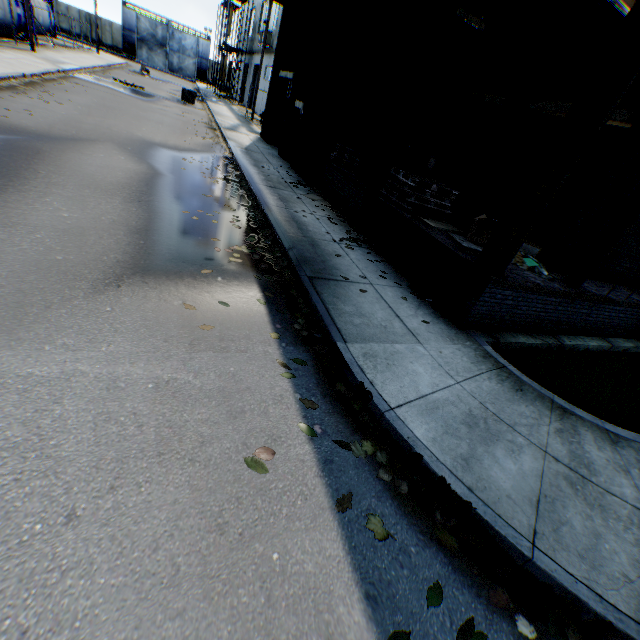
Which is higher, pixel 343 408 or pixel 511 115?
pixel 511 115

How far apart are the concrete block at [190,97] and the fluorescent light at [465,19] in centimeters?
2097cm

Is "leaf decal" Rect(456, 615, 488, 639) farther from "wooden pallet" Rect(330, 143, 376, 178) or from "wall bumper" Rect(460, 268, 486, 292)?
"wooden pallet" Rect(330, 143, 376, 178)

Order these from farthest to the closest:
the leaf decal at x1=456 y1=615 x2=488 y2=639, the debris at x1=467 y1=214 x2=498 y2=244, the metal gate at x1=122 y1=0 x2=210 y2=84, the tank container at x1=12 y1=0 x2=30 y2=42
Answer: the metal gate at x1=122 y1=0 x2=210 y2=84 < the tank container at x1=12 y1=0 x2=30 y2=42 < the debris at x1=467 y1=214 x2=498 y2=244 < the leaf decal at x1=456 y1=615 x2=488 y2=639

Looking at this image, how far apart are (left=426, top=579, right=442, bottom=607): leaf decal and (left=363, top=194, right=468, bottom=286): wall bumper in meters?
2.5

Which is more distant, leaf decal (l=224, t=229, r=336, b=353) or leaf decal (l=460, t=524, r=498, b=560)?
leaf decal (l=224, t=229, r=336, b=353)

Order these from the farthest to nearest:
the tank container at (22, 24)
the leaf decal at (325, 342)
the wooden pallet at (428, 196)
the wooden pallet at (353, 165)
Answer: the tank container at (22, 24), the wooden pallet at (353, 165), the wooden pallet at (428, 196), the leaf decal at (325, 342)

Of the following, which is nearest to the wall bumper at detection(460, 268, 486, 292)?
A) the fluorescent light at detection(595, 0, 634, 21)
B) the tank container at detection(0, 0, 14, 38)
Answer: the fluorescent light at detection(595, 0, 634, 21)
